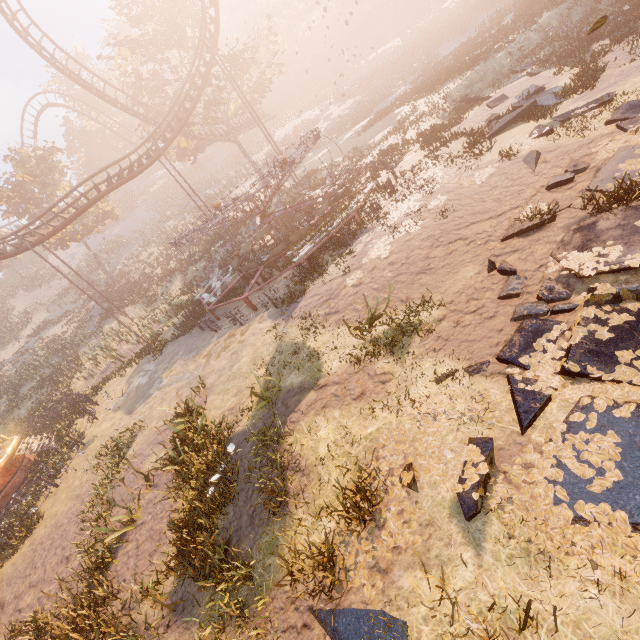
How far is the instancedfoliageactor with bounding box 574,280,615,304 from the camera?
5.3m

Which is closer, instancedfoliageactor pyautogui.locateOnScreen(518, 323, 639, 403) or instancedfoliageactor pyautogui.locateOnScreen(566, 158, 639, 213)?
instancedfoliageactor pyautogui.locateOnScreen(518, 323, 639, 403)

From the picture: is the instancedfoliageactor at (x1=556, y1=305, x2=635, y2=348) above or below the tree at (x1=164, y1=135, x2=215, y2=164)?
below

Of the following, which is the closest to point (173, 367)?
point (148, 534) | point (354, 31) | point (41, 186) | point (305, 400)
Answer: point (148, 534)

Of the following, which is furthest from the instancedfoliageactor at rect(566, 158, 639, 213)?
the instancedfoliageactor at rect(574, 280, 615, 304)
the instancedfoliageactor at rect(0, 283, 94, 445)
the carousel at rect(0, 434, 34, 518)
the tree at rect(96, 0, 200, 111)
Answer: the tree at rect(96, 0, 200, 111)

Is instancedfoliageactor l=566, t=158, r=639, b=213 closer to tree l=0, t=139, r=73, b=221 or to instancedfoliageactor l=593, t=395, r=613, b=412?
instancedfoliageactor l=593, t=395, r=613, b=412

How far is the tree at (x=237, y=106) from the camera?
29.4 meters

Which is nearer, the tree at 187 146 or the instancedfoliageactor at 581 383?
the instancedfoliageactor at 581 383
